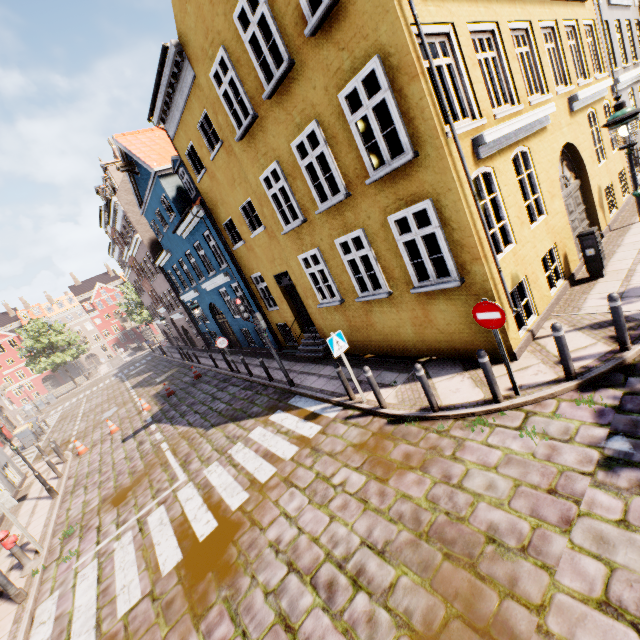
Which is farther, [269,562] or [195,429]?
[195,429]

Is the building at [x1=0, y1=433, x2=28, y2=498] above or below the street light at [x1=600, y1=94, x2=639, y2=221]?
below

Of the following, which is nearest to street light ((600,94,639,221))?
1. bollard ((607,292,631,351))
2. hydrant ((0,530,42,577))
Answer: bollard ((607,292,631,351))

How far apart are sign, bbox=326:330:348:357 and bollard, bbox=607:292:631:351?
4.9 meters

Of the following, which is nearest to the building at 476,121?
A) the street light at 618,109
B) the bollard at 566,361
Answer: the bollard at 566,361

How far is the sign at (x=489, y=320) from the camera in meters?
5.3

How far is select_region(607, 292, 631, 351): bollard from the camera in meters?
5.4 m

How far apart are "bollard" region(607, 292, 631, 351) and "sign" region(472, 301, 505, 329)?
1.9m
